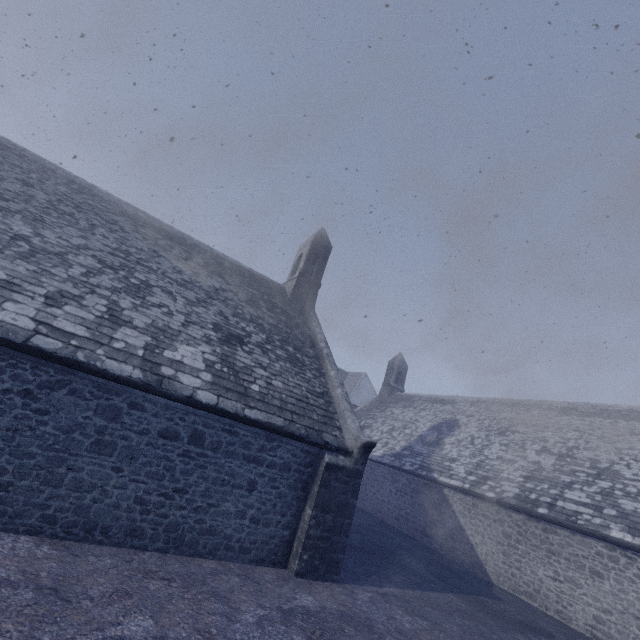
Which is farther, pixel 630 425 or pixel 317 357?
pixel 630 425
